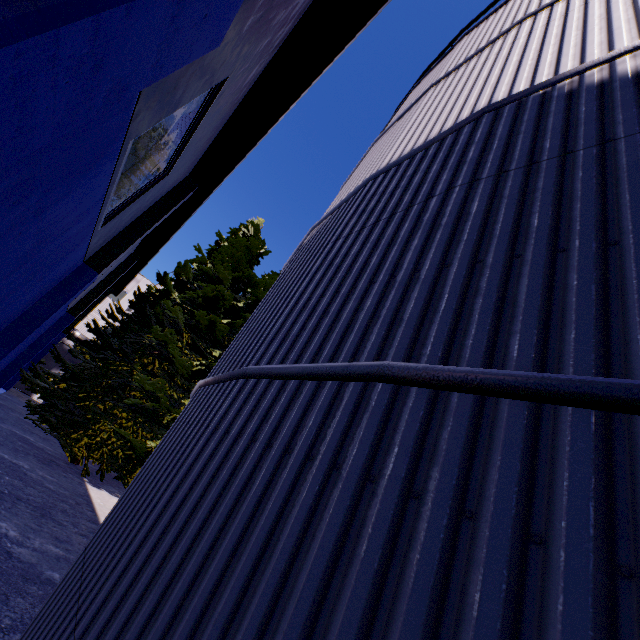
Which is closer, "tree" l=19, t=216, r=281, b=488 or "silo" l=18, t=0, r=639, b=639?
"silo" l=18, t=0, r=639, b=639

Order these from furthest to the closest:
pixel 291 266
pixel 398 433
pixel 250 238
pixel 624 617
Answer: pixel 250 238 < pixel 291 266 < pixel 398 433 < pixel 624 617

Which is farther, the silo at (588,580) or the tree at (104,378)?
the tree at (104,378)

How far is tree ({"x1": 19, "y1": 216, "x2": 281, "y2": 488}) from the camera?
11.17m

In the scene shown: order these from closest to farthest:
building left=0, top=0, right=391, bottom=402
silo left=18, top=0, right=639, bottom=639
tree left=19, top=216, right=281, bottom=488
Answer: silo left=18, top=0, right=639, bottom=639
building left=0, top=0, right=391, bottom=402
tree left=19, top=216, right=281, bottom=488

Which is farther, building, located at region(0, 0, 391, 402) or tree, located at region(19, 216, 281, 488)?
tree, located at region(19, 216, 281, 488)

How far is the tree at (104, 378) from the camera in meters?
11.2

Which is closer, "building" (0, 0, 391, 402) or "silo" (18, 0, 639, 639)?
"silo" (18, 0, 639, 639)
